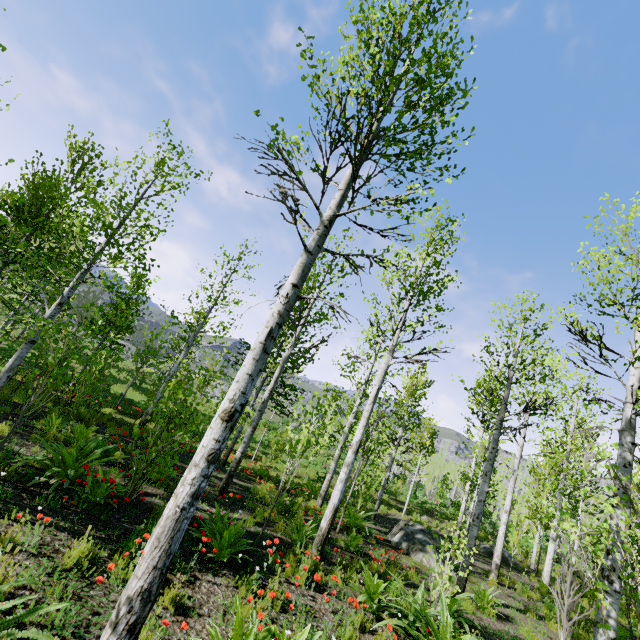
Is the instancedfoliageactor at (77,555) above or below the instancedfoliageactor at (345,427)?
below

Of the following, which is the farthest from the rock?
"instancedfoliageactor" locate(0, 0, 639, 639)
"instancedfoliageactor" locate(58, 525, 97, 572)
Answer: "instancedfoliageactor" locate(58, 525, 97, 572)

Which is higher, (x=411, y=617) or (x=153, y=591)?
(x=153, y=591)

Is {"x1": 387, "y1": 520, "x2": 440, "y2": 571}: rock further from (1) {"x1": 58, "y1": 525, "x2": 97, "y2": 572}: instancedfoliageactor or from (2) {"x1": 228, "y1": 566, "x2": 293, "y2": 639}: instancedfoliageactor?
(1) {"x1": 58, "y1": 525, "x2": 97, "y2": 572}: instancedfoliageactor

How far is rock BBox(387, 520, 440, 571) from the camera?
10.1m

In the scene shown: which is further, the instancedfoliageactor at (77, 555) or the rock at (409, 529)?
the rock at (409, 529)

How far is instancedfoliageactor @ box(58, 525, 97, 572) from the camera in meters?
3.7
